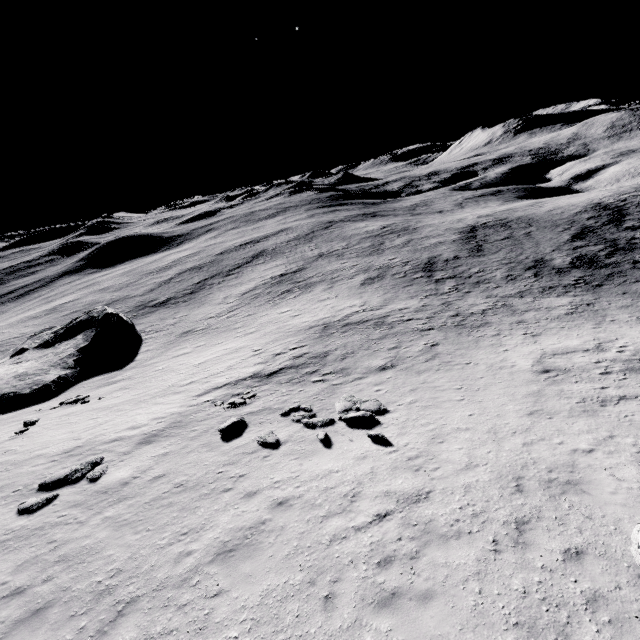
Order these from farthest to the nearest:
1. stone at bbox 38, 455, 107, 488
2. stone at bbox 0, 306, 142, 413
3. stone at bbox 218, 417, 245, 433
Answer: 1. stone at bbox 0, 306, 142, 413
2. stone at bbox 218, 417, 245, 433
3. stone at bbox 38, 455, 107, 488

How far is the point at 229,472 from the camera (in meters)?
11.39

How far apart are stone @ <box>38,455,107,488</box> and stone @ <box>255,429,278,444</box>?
5.9m

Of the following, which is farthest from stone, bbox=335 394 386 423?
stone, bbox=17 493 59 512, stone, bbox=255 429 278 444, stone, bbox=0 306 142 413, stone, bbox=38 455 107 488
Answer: stone, bbox=0 306 142 413

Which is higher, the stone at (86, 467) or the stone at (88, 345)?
the stone at (86, 467)

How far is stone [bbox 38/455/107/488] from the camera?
12.1 meters

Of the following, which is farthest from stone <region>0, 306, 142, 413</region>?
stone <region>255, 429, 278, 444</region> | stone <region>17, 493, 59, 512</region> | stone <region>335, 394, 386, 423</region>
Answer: stone <region>335, 394, 386, 423</region>

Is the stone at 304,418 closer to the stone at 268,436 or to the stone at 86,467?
the stone at 268,436
